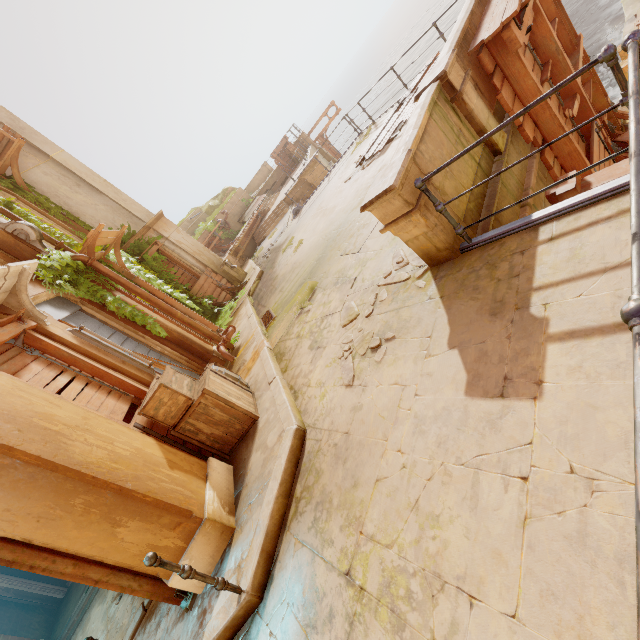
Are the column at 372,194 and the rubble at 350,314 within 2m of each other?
yes

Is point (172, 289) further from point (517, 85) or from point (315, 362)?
point (517, 85)

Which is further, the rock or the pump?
the rock

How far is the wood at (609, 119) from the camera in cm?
678

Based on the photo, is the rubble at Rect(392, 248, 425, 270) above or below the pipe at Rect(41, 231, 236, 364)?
→ below

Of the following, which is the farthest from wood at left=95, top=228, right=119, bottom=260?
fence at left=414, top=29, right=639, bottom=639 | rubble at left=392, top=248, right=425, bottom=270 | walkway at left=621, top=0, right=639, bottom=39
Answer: walkway at left=621, top=0, right=639, bottom=39

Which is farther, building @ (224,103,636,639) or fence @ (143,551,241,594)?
fence @ (143,551,241,594)

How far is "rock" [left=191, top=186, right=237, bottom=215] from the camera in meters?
30.3 m
